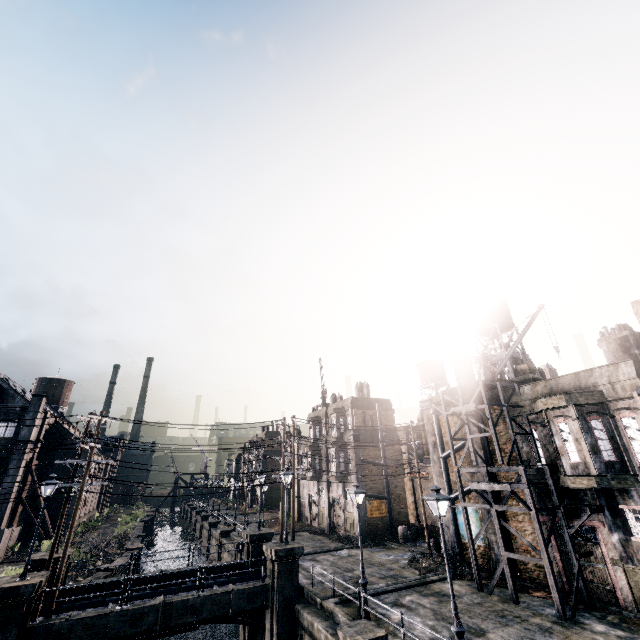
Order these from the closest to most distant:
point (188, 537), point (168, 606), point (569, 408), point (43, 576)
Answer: point (43, 576) → point (168, 606) → point (569, 408) → point (188, 537)

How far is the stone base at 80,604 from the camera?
18.2 meters

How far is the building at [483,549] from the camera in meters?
22.0

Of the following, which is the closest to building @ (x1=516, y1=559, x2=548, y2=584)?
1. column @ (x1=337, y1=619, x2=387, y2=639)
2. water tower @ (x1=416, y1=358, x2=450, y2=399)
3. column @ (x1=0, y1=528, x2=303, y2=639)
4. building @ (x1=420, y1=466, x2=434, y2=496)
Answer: column @ (x1=337, y1=619, x2=387, y2=639)

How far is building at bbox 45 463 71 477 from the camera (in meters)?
41.97

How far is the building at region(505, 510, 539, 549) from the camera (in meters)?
19.80

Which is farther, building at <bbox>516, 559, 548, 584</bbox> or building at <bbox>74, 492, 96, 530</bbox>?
building at <bbox>74, 492, 96, 530</bbox>

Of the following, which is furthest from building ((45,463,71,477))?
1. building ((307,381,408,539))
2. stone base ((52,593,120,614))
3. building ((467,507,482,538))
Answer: building ((467,507,482,538))
